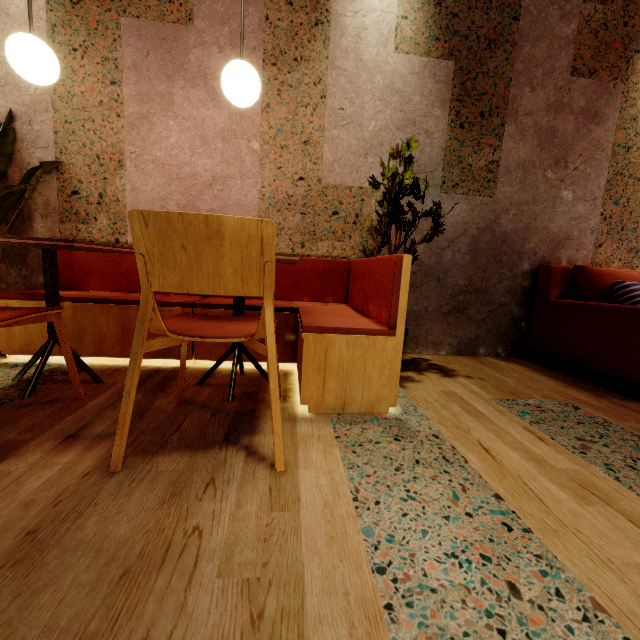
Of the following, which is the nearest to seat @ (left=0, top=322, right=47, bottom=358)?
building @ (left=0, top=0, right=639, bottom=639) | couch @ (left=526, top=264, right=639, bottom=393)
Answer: building @ (left=0, top=0, right=639, bottom=639)

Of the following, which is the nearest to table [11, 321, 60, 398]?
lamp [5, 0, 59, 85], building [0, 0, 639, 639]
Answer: building [0, 0, 639, 639]

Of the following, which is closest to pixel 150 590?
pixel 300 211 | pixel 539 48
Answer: pixel 300 211

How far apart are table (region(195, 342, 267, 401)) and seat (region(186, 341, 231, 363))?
0.16m

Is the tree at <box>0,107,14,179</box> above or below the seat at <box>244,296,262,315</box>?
above

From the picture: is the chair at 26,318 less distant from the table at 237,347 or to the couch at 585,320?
the table at 237,347

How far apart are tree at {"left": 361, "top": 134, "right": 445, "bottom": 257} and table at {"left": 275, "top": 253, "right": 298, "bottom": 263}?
0.58m

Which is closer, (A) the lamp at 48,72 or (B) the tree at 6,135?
(A) the lamp at 48,72
